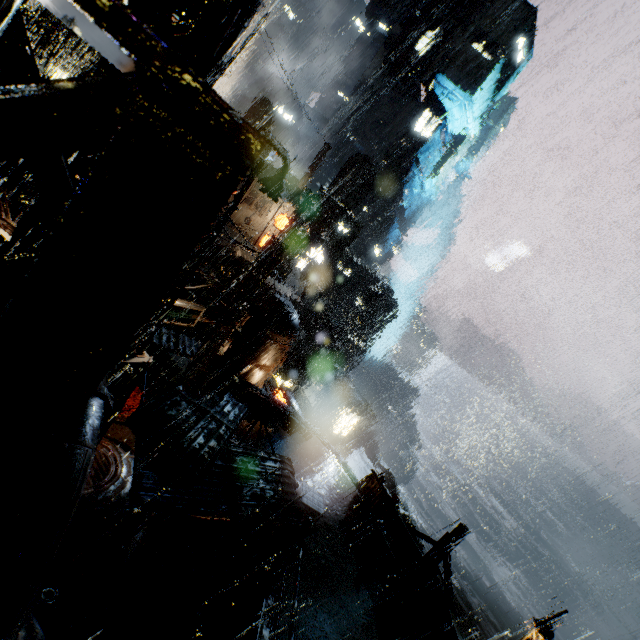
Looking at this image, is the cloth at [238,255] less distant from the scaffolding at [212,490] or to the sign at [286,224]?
the sign at [286,224]

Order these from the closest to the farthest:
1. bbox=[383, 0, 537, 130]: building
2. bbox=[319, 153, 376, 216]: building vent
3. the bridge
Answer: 1. the bridge
2. bbox=[383, 0, 537, 130]: building
3. bbox=[319, 153, 376, 216]: building vent

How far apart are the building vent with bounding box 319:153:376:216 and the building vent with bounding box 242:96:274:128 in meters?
13.6 m

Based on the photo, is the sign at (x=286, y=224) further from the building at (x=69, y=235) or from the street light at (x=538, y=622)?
the street light at (x=538, y=622)

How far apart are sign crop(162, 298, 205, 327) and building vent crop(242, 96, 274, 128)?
39.5 meters

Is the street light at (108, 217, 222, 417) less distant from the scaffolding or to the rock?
the scaffolding

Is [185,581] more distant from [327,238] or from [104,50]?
[327,238]

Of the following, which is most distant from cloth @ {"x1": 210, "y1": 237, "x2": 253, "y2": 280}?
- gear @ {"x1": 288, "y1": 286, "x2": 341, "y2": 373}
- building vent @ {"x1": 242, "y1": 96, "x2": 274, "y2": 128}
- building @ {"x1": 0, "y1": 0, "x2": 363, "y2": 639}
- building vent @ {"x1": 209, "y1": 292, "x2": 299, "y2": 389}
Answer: building vent @ {"x1": 242, "y1": 96, "x2": 274, "y2": 128}
